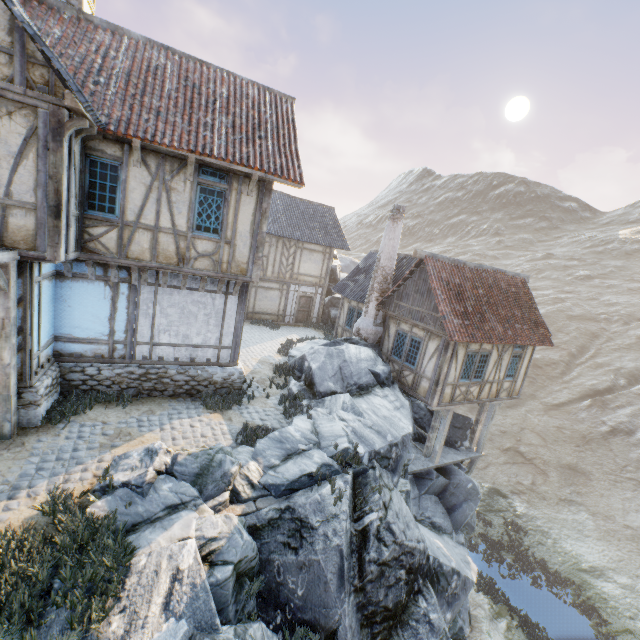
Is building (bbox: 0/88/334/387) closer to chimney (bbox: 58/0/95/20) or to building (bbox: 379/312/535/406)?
chimney (bbox: 58/0/95/20)

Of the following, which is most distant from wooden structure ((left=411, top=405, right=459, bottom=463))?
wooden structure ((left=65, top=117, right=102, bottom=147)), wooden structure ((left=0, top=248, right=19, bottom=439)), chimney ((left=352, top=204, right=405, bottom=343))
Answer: wooden structure ((left=65, top=117, right=102, bottom=147))

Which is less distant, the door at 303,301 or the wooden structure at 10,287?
the wooden structure at 10,287

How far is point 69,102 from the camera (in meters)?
5.81

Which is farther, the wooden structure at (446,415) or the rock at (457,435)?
the rock at (457,435)

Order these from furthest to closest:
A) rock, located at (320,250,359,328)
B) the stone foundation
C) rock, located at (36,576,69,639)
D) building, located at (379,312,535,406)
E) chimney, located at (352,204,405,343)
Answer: rock, located at (320,250,359,328)
chimney, located at (352,204,405,343)
building, located at (379,312,535,406)
the stone foundation
rock, located at (36,576,69,639)

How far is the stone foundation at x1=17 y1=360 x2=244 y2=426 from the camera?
7.5m

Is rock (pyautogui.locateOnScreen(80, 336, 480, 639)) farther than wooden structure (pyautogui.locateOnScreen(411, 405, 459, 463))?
No
